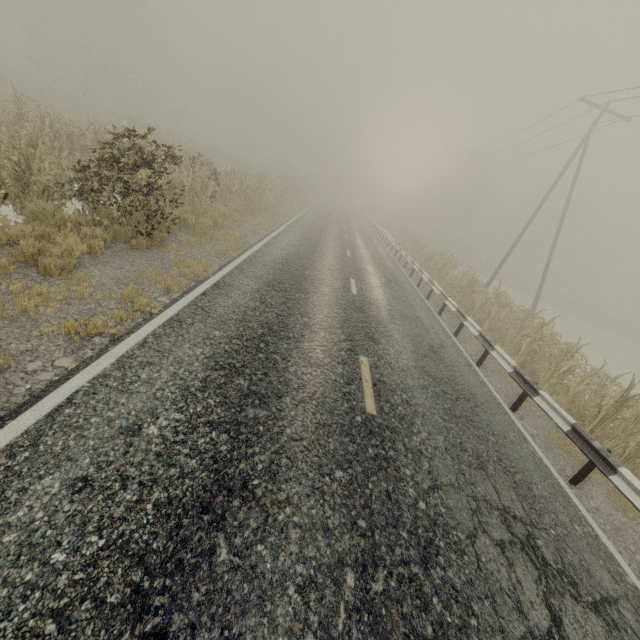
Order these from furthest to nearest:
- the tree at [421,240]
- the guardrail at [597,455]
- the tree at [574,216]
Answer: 1. the tree at [574,216]
2. the tree at [421,240]
3. the guardrail at [597,455]

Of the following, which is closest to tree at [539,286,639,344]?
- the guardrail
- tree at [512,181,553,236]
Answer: tree at [512,181,553,236]

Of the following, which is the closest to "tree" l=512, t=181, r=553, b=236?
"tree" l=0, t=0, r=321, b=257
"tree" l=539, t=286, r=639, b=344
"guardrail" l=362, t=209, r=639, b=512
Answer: "tree" l=0, t=0, r=321, b=257

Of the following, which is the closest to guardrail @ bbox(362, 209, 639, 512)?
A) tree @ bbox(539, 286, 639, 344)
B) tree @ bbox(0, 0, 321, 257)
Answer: tree @ bbox(0, 0, 321, 257)

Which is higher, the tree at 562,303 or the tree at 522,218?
the tree at 522,218

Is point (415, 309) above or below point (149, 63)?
below

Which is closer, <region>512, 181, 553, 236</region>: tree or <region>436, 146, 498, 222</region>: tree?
<region>512, 181, 553, 236</region>: tree

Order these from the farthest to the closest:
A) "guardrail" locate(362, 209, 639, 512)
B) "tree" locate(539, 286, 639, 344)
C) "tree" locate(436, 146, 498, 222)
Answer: "tree" locate(436, 146, 498, 222) < "tree" locate(539, 286, 639, 344) < "guardrail" locate(362, 209, 639, 512)
